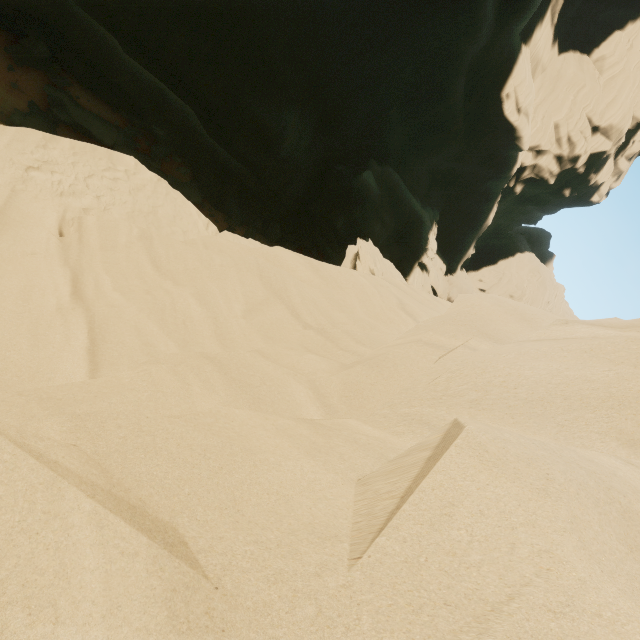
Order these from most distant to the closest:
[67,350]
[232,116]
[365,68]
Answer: [365,68] < [232,116] < [67,350]
